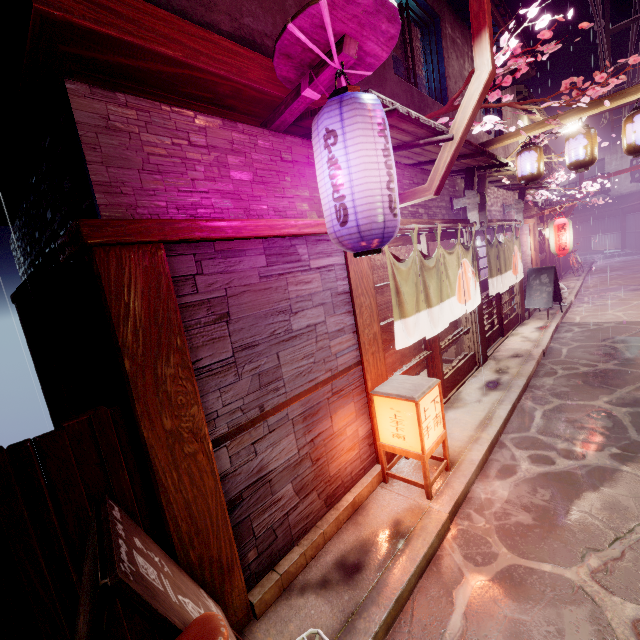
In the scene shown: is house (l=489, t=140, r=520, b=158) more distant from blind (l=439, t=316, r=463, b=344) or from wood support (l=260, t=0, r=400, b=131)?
wood support (l=260, t=0, r=400, b=131)

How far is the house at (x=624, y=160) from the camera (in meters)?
46.84

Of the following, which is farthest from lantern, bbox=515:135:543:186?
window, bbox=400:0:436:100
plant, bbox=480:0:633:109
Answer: plant, bbox=480:0:633:109

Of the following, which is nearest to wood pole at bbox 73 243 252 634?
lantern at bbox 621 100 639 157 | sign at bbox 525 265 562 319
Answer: lantern at bbox 621 100 639 157

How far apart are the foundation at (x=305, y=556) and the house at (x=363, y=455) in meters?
0.0 m

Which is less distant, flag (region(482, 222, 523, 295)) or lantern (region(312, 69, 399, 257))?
lantern (region(312, 69, 399, 257))

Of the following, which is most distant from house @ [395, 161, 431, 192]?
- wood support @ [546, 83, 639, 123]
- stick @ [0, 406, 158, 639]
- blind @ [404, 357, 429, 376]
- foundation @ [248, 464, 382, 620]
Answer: foundation @ [248, 464, 382, 620]

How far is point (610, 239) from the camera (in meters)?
49.22
